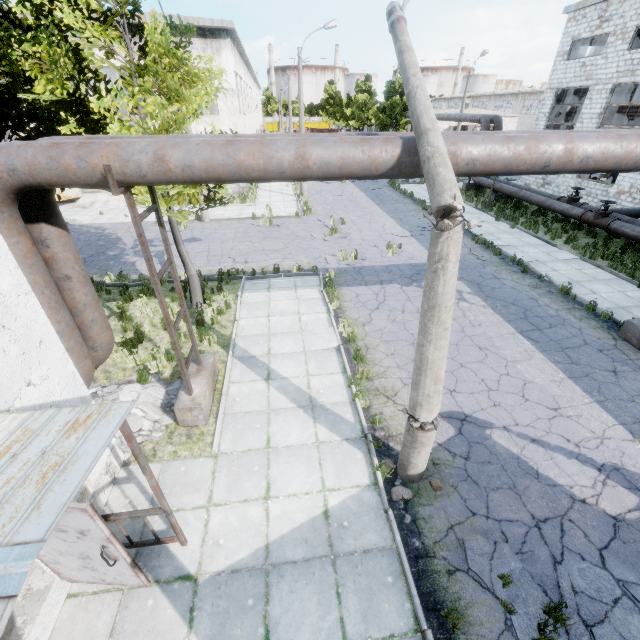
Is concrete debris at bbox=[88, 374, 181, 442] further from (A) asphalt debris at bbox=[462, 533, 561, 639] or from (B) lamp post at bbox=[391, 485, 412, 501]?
(A) asphalt debris at bbox=[462, 533, 561, 639]

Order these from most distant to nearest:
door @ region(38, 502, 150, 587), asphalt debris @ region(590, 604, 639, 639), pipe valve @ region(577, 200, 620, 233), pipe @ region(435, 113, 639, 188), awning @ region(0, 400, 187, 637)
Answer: pipe valve @ region(577, 200, 620, 233) → pipe @ region(435, 113, 639, 188) → asphalt debris @ region(590, 604, 639, 639) → door @ region(38, 502, 150, 587) → awning @ region(0, 400, 187, 637)

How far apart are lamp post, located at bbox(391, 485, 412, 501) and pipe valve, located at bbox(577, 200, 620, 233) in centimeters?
1711cm

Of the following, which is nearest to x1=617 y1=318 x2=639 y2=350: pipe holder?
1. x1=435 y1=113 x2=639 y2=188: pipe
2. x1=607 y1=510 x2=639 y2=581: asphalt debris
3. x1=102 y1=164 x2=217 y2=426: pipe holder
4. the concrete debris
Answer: x1=435 y1=113 x2=639 y2=188: pipe

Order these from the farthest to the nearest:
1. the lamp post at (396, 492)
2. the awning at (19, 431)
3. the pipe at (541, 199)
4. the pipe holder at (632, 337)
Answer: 1. the pipe at (541, 199)
2. the pipe holder at (632, 337)
3. the lamp post at (396, 492)
4. the awning at (19, 431)

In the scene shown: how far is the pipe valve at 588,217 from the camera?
15.3m

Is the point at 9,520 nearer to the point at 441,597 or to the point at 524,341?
the point at 441,597

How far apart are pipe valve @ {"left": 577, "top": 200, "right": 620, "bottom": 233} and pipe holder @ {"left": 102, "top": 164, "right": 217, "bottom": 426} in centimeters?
1861cm
